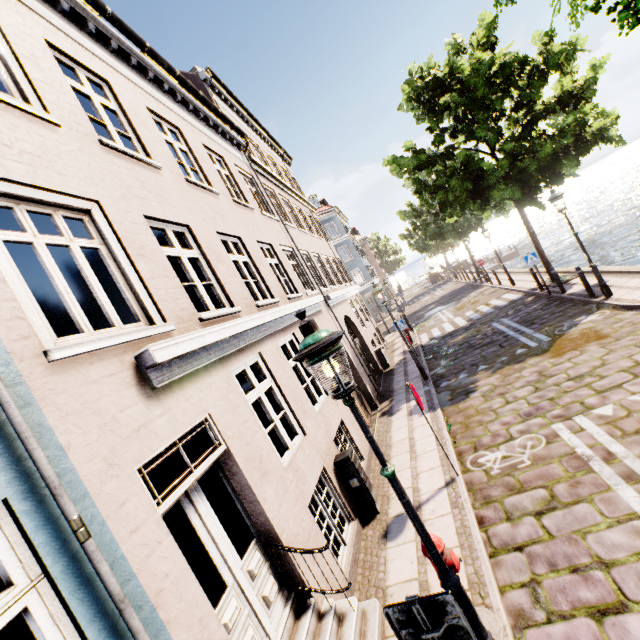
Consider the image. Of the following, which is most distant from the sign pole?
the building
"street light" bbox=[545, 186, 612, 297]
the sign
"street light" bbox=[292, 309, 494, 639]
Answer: the building

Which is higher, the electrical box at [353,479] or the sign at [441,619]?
the sign at [441,619]

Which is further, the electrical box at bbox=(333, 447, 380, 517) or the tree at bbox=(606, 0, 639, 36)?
the electrical box at bbox=(333, 447, 380, 517)

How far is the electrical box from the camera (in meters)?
6.12

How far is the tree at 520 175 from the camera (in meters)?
11.23

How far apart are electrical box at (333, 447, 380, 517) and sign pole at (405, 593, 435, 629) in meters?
4.0 m

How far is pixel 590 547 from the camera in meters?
3.8 m

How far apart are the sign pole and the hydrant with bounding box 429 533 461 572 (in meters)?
1.13
